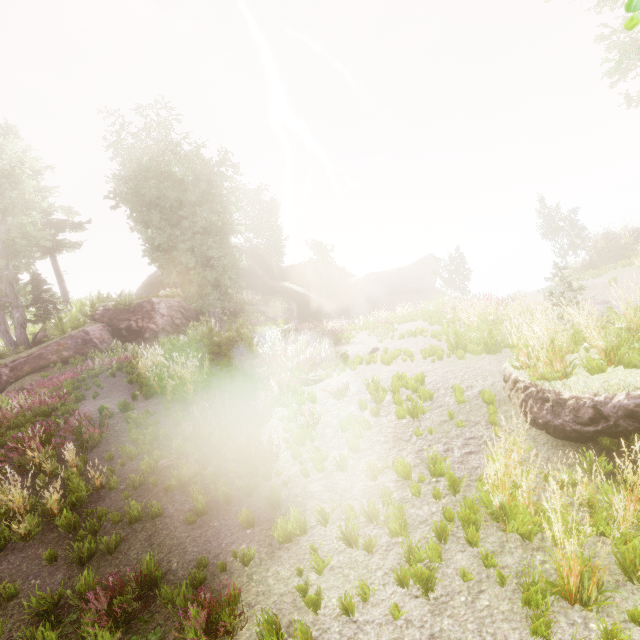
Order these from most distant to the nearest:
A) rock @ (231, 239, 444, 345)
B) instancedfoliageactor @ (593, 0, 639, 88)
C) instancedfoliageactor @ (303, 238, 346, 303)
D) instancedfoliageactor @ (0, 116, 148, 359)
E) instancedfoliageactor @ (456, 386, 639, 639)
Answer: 1. instancedfoliageactor @ (303, 238, 346, 303)
2. rock @ (231, 239, 444, 345)
3. instancedfoliageactor @ (0, 116, 148, 359)
4. instancedfoliageactor @ (456, 386, 639, 639)
5. instancedfoliageactor @ (593, 0, 639, 88)

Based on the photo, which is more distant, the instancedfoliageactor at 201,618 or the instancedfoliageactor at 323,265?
the instancedfoliageactor at 323,265

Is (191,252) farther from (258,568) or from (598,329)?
(598,329)

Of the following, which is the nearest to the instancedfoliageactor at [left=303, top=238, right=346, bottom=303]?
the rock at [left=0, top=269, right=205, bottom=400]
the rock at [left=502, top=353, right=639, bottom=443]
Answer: the rock at [left=0, top=269, right=205, bottom=400]

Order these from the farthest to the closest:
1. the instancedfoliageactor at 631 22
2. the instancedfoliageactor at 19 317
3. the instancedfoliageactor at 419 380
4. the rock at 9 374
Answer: the instancedfoliageactor at 19 317, the rock at 9 374, the instancedfoliageactor at 419 380, the instancedfoliageactor at 631 22

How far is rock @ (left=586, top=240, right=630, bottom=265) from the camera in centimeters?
1920cm

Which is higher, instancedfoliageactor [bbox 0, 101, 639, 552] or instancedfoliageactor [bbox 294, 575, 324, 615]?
instancedfoliageactor [bbox 0, 101, 639, 552]
